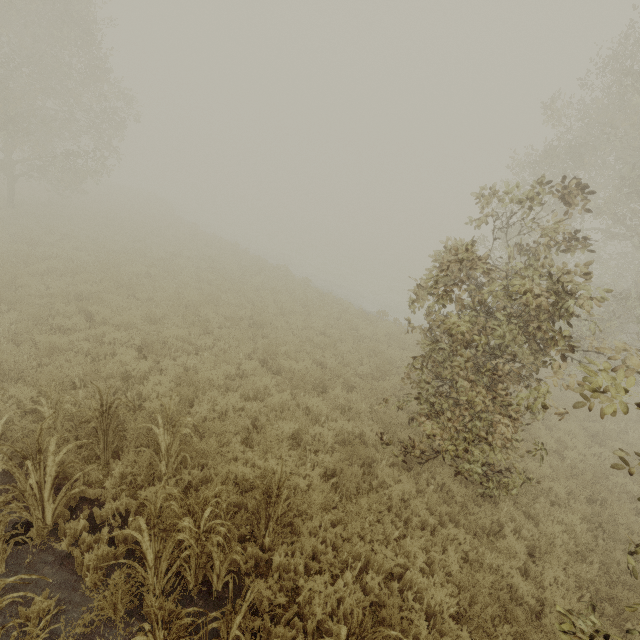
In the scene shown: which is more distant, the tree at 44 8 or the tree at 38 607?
the tree at 44 8

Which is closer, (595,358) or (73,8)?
(595,358)

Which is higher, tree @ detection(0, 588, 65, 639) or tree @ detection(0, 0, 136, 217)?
tree @ detection(0, 0, 136, 217)

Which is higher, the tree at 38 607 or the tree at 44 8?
the tree at 44 8

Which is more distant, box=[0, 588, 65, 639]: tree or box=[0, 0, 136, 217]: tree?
box=[0, 0, 136, 217]: tree
